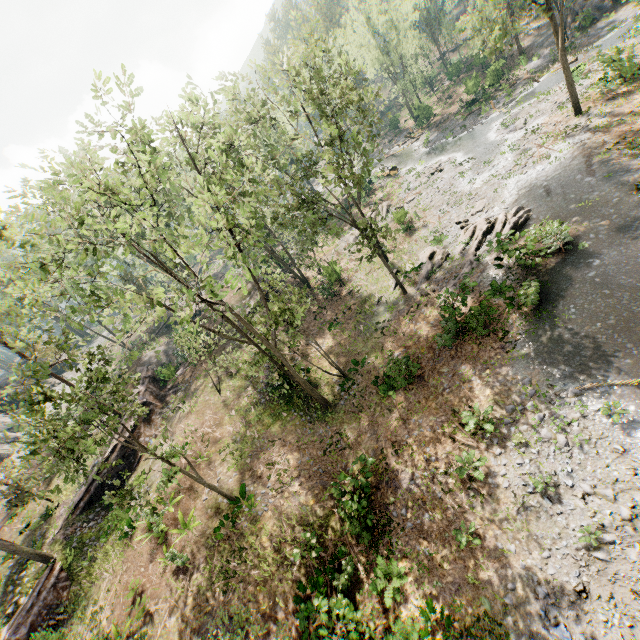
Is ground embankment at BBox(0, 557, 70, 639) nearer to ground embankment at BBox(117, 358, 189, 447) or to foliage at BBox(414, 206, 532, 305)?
foliage at BBox(414, 206, 532, 305)

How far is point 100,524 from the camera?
20.1m

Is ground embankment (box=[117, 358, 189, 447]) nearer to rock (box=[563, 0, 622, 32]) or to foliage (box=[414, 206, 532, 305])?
foliage (box=[414, 206, 532, 305])

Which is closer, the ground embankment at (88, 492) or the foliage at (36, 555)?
the foliage at (36, 555)

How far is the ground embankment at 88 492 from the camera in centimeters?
2161cm

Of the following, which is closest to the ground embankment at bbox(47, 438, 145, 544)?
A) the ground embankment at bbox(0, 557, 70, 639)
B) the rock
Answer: the ground embankment at bbox(0, 557, 70, 639)

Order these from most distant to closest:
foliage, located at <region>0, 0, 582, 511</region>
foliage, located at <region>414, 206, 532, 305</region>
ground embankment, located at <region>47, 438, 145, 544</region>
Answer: ground embankment, located at <region>47, 438, 145, 544</region> → foliage, located at <region>414, 206, 532, 305</region> → foliage, located at <region>0, 0, 582, 511</region>
